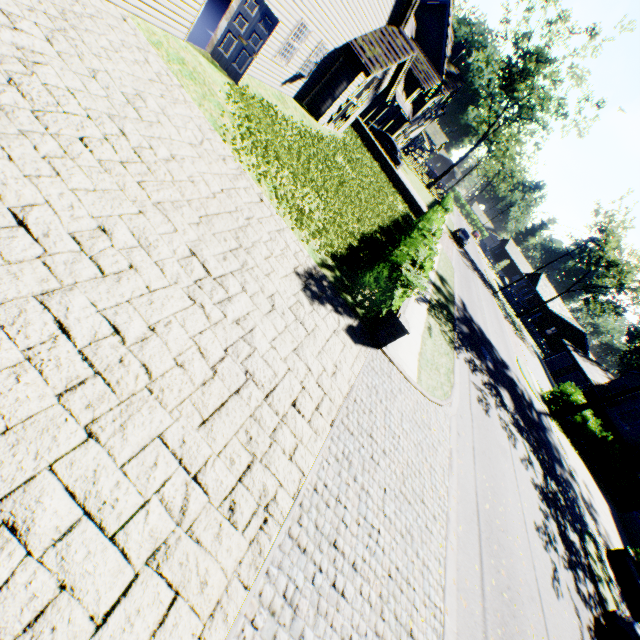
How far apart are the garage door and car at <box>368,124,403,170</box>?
34.43m

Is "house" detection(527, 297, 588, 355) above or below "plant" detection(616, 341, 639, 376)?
below

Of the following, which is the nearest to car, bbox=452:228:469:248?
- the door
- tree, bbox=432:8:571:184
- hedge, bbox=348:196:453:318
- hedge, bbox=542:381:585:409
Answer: tree, bbox=432:8:571:184

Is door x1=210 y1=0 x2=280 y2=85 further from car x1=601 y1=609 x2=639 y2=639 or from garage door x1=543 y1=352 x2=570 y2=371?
garage door x1=543 y1=352 x2=570 y2=371

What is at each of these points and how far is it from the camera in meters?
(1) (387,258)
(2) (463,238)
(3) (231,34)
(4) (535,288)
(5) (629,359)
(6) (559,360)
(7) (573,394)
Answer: (1) hedge, 9.4 m
(2) car, 38.6 m
(3) door, 9.7 m
(4) house, 54.0 m
(5) plant, 56.8 m
(6) garage door, 43.8 m
(7) hedge, 24.7 m

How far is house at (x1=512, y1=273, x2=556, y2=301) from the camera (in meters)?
54.19

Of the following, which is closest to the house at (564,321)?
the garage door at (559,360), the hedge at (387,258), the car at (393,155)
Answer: the garage door at (559,360)

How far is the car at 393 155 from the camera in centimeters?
2723cm
